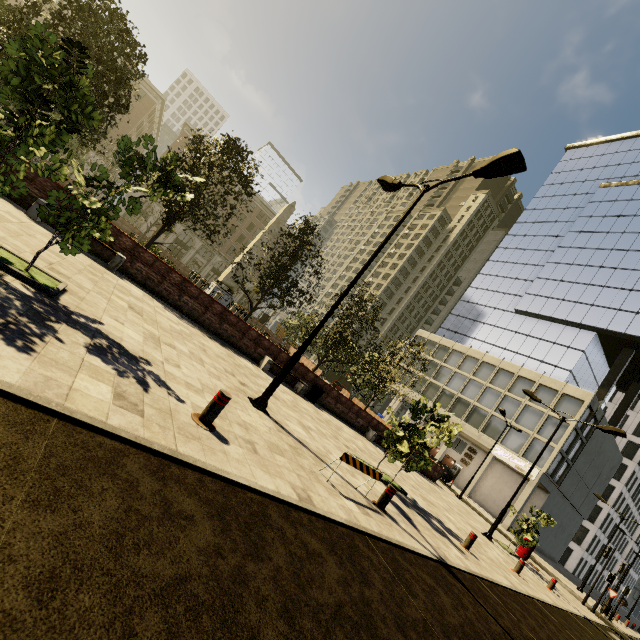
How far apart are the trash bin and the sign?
30.2 meters

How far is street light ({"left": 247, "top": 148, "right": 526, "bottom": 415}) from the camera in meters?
7.0 m

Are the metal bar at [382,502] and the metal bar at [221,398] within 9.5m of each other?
yes

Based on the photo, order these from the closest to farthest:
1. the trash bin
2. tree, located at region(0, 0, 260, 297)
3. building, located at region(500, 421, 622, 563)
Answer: tree, located at region(0, 0, 260, 297)
the trash bin
building, located at region(500, 421, 622, 563)

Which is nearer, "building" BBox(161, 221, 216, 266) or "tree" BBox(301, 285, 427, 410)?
"tree" BBox(301, 285, 427, 410)

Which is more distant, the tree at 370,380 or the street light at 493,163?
the tree at 370,380

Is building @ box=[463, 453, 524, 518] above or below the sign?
below

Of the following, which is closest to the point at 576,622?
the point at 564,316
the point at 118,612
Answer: the point at 118,612
